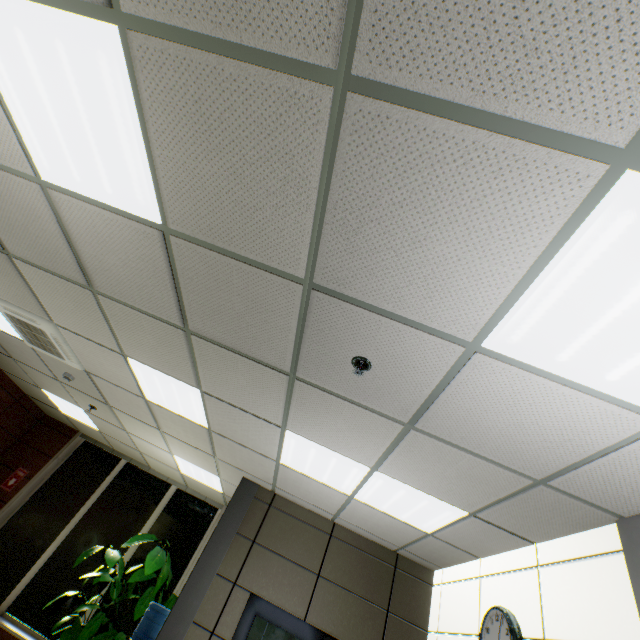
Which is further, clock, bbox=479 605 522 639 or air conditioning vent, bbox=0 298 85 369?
air conditioning vent, bbox=0 298 85 369

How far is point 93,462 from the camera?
7.4m

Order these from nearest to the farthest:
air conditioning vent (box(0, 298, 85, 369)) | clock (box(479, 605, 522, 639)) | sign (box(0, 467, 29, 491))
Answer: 1. clock (box(479, 605, 522, 639))
2. air conditioning vent (box(0, 298, 85, 369))
3. sign (box(0, 467, 29, 491))

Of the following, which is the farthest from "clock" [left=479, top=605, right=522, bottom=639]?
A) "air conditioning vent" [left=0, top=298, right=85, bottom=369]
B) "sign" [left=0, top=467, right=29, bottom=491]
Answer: "sign" [left=0, top=467, right=29, bottom=491]

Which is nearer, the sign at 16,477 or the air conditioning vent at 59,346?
the air conditioning vent at 59,346

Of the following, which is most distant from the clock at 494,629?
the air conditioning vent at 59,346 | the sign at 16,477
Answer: the sign at 16,477

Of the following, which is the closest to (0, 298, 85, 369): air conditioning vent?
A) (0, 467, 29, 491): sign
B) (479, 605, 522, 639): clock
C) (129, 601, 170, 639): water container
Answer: (129, 601, 170, 639): water container

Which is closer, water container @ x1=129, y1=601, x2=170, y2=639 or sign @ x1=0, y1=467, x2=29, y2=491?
water container @ x1=129, y1=601, x2=170, y2=639
